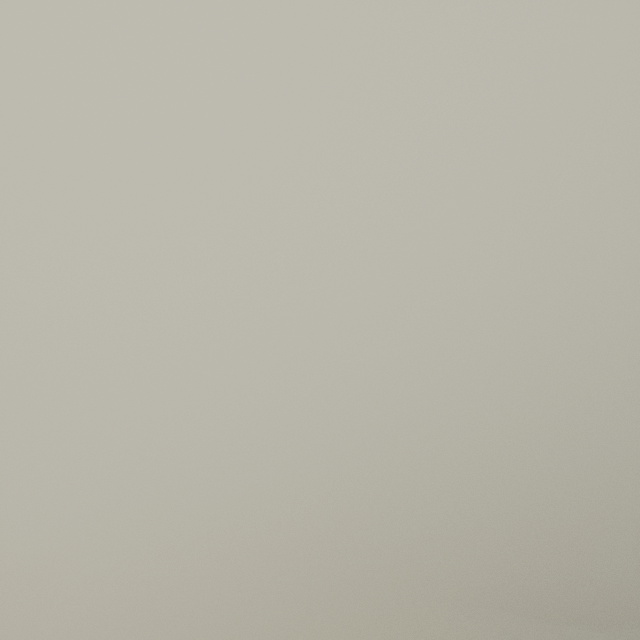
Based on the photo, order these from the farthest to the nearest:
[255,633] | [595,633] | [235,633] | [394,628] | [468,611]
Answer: [235,633] < [255,633] < [468,611] < [394,628] < [595,633]
